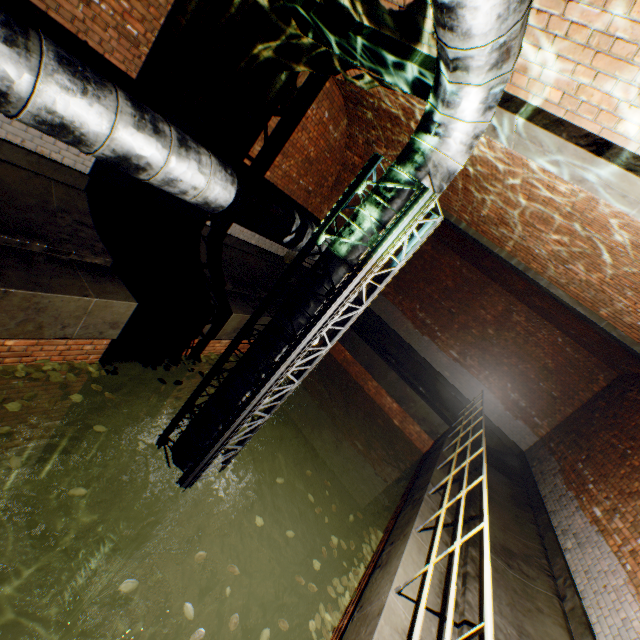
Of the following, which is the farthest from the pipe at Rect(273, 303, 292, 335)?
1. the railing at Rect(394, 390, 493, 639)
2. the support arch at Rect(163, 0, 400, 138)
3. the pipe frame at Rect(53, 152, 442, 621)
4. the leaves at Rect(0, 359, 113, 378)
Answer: the railing at Rect(394, 390, 493, 639)

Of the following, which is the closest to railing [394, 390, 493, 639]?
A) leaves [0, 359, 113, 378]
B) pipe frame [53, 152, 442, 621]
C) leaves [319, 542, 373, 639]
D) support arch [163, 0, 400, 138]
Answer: leaves [319, 542, 373, 639]

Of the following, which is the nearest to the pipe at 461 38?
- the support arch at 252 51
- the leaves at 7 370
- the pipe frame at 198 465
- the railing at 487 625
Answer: the pipe frame at 198 465

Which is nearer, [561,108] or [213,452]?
[561,108]

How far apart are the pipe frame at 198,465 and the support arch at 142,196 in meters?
2.6 m

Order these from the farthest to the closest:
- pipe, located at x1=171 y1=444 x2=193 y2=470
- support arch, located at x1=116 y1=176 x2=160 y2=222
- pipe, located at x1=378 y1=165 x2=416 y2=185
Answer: support arch, located at x1=116 y1=176 x2=160 y2=222 < pipe, located at x1=171 y1=444 x2=193 y2=470 < pipe, located at x1=378 y1=165 x2=416 y2=185

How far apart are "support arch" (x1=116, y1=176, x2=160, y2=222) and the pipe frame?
2.6m
